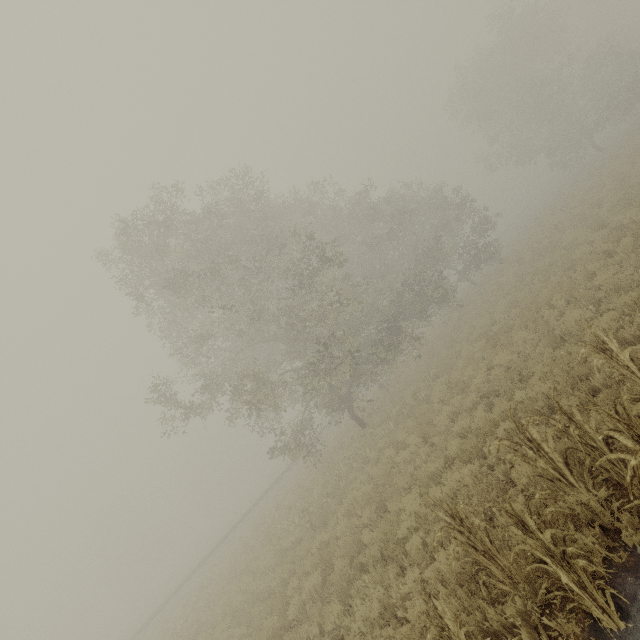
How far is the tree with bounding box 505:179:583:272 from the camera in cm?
1925

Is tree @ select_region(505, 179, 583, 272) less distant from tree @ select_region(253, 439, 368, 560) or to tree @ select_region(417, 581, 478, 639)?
tree @ select_region(417, 581, 478, 639)

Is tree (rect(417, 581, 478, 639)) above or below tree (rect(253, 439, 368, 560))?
above

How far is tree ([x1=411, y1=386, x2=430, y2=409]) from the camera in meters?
13.6 m

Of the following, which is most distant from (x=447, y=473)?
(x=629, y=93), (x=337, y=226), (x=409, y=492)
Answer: (x=629, y=93)

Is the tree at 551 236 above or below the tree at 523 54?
below

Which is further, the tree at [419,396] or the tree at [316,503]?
the tree at [419,396]
